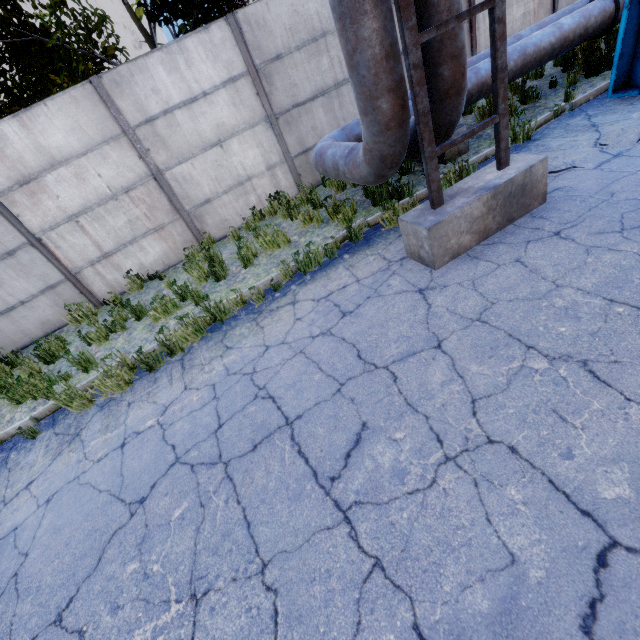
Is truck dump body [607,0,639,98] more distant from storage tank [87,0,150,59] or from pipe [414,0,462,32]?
storage tank [87,0,150,59]

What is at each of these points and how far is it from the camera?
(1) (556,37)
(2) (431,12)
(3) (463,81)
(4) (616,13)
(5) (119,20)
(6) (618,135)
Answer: (1) pipe, 6.02m
(2) pipe, 3.34m
(3) pipe, 3.75m
(4) pipe valve, 6.23m
(5) storage tank, 54.31m
(6) asphalt debris, 4.55m

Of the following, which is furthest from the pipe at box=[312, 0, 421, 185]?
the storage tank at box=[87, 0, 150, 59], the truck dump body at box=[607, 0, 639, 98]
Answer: the storage tank at box=[87, 0, 150, 59]

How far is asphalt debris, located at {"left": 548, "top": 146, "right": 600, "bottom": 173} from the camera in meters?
4.5

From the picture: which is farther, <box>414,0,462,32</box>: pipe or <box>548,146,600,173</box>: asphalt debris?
<box>548,146,600,173</box>: asphalt debris

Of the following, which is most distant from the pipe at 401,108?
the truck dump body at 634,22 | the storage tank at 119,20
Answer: the storage tank at 119,20

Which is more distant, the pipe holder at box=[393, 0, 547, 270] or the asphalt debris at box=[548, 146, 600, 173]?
the asphalt debris at box=[548, 146, 600, 173]

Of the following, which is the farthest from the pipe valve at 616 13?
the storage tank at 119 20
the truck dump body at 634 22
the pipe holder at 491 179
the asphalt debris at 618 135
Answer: the storage tank at 119 20
